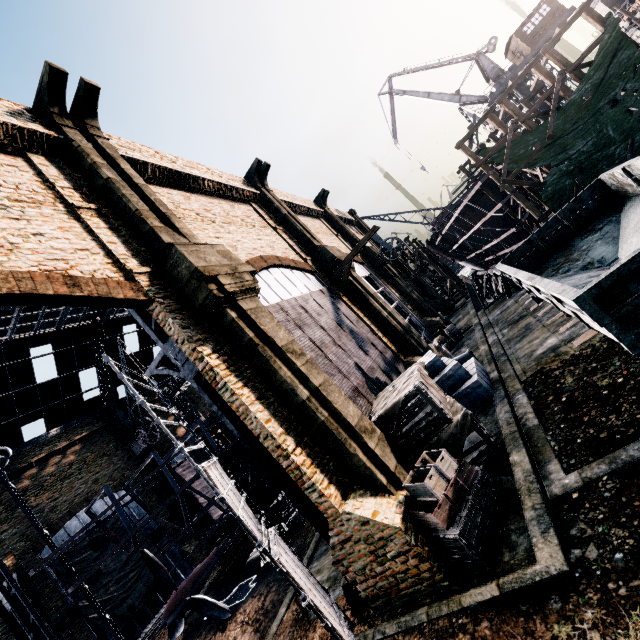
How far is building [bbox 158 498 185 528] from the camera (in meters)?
31.32

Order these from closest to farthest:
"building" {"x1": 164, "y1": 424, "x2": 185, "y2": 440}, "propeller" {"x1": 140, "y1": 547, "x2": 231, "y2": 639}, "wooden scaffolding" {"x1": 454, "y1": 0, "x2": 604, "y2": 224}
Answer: "propeller" {"x1": 140, "y1": 547, "x2": 231, "y2": 639}, "wooden scaffolding" {"x1": 454, "y1": 0, "x2": 604, "y2": 224}, "building" {"x1": 164, "y1": 424, "x2": 185, "y2": 440}

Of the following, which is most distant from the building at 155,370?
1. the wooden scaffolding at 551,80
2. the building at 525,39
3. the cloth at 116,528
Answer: the wooden scaffolding at 551,80

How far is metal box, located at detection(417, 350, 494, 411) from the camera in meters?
13.1 m

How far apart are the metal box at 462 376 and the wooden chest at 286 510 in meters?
12.7

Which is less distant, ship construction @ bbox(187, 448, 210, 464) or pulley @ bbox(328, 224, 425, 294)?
pulley @ bbox(328, 224, 425, 294)

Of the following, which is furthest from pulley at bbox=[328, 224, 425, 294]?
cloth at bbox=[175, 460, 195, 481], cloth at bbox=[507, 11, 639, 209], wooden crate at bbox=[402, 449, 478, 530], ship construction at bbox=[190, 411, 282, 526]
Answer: cloth at bbox=[175, 460, 195, 481]

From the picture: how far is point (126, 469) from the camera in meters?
32.0
